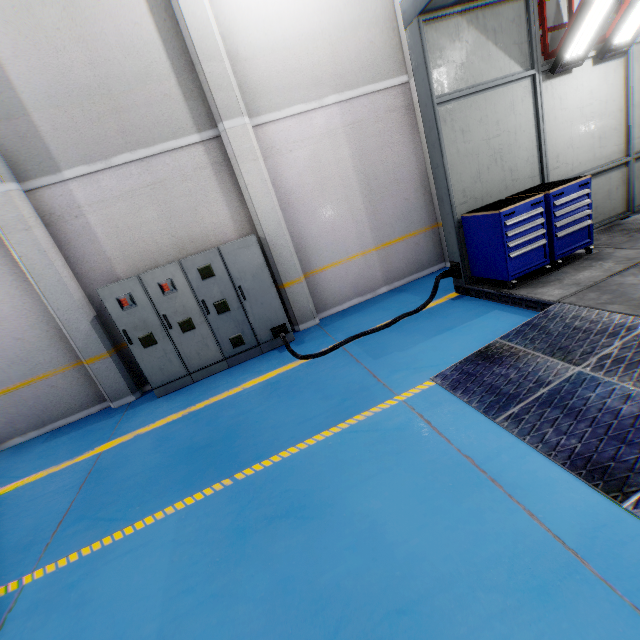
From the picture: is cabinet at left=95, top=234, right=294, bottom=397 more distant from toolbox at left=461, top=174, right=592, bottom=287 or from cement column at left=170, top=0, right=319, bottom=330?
toolbox at left=461, top=174, right=592, bottom=287

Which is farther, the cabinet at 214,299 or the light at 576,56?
the cabinet at 214,299

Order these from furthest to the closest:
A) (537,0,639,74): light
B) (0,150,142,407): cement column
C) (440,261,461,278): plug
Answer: (440,261,461,278): plug → (0,150,142,407): cement column → (537,0,639,74): light

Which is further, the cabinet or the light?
the cabinet

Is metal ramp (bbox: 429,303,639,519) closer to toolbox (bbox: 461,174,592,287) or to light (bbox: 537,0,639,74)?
toolbox (bbox: 461,174,592,287)

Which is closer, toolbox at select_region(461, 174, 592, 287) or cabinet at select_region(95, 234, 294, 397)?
toolbox at select_region(461, 174, 592, 287)

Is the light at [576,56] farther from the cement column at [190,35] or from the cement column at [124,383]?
the cement column at [124,383]

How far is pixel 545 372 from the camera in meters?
3.2 m
